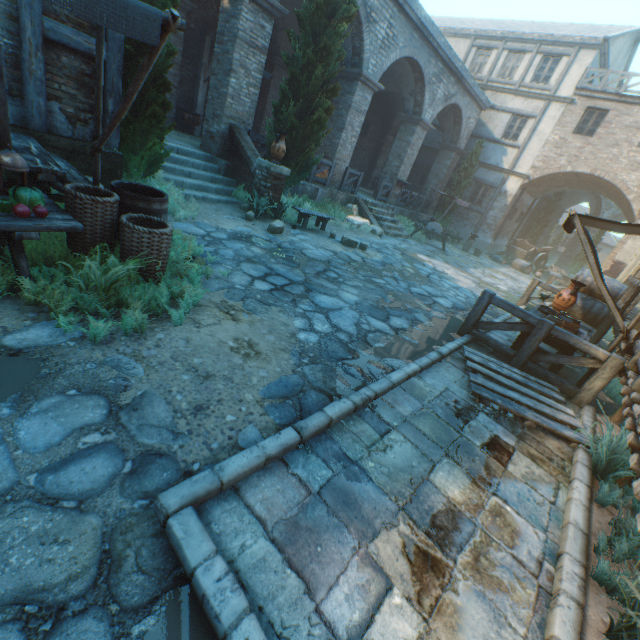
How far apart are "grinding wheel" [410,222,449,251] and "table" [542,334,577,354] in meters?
10.4 m

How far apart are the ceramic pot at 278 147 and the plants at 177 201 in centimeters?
243cm

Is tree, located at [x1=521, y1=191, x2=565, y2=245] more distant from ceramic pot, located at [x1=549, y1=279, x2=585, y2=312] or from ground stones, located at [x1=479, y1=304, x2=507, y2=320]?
ceramic pot, located at [x1=549, y1=279, x2=585, y2=312]

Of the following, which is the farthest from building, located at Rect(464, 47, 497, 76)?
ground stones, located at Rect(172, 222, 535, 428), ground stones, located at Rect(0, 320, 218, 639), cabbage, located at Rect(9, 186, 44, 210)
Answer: ground stones, located at Rect(0, 320, 218, 639)

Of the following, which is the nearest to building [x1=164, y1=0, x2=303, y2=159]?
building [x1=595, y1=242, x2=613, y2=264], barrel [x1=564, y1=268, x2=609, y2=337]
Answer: barrel [x1=564, y1=268, x2=609, y2=337]

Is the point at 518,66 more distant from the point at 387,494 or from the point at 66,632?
the point at 66,632

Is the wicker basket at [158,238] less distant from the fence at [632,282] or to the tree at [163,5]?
the tree at [163,5]

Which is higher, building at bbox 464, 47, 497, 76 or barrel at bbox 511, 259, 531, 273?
building at bbox 464, 47, 497, 76
